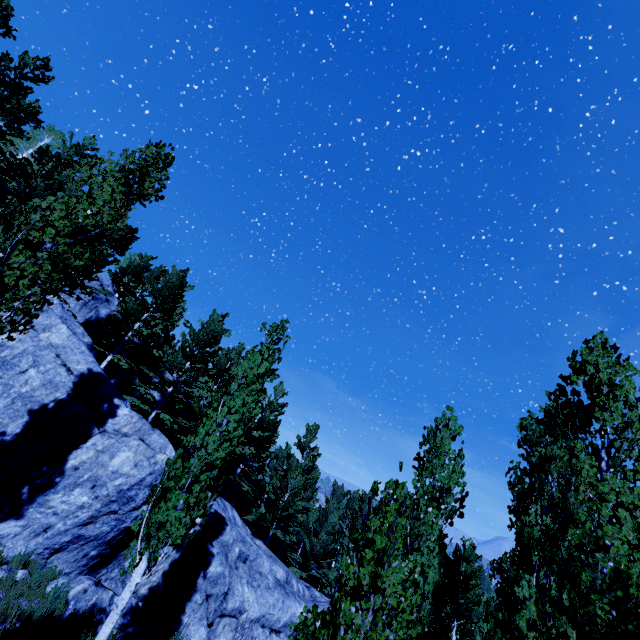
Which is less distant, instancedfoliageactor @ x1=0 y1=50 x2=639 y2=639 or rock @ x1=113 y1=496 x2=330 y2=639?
instancedfoliageactor @ x1=0 y1=50 x2=639 y2=639

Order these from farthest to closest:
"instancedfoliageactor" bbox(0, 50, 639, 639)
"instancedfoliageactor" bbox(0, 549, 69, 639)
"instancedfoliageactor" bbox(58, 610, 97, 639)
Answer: "instancedfoliageactor" bbox(58, 610, 97, 639) → "instancedfoliageactor" bbox(0, 549, 69, 639) → "instancedfoliageactor" bbox(0, 50, 639, 639)

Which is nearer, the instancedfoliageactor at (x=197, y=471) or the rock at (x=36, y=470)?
the instancedfoliageactor at (x=197, y=471)

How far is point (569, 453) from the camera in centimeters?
506cm

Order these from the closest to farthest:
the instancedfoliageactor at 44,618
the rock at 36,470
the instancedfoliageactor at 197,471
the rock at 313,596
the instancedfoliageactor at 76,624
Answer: the instancedfoliageactor at 197,471
the instancedfoliageactor at 44,618
the instancedfoliageactor at 76,624
the rock at 36,470
the rock at 313,596

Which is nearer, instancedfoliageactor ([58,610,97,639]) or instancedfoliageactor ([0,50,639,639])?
instancedfoliageactor ([0,50,639,639])
